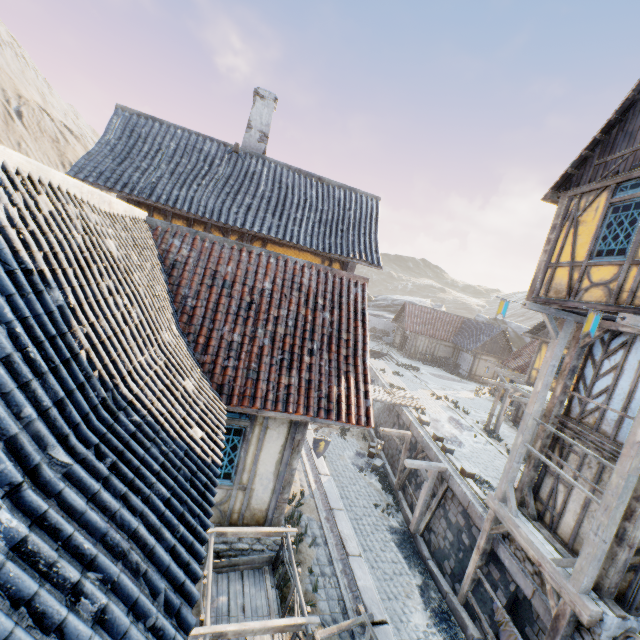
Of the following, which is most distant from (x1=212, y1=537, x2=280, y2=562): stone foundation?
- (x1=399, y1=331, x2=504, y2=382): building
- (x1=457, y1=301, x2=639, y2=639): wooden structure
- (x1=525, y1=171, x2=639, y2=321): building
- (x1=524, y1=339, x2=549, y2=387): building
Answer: (x1=399, y1=331, x2=504, y2=382): building

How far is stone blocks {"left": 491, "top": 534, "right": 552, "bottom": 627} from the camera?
7.6m

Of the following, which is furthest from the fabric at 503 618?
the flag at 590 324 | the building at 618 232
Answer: the flag at 590 324

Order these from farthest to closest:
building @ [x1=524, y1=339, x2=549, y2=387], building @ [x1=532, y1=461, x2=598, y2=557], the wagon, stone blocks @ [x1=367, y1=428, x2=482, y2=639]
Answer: building @ [x1=524, y1=339, x2=549, y2=387], stone blocks @ [x1=367, y1=428, x2=482, y2=639], building @ [x1=532, y1=461, x2=598, y2=557], the wagon

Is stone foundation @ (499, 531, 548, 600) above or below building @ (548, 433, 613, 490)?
below

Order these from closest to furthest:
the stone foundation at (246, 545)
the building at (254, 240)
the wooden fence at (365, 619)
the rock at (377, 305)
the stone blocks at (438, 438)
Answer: the wooden fence at (365, 619) < the stone foundation at (246, 545) < the building at (254, 240) < the stone blocks at (438, 438) < the rock at (377, 305)

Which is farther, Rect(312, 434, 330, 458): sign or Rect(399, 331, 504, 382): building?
Rect(399, 331, 504, 382): building

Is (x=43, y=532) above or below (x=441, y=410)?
above
